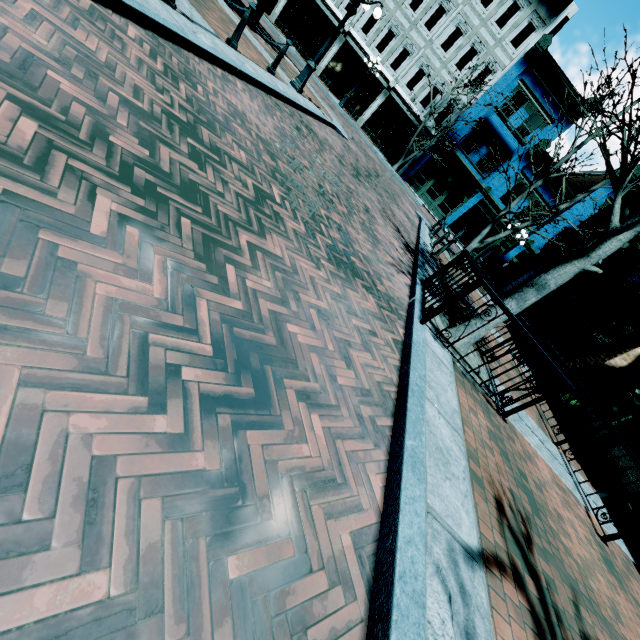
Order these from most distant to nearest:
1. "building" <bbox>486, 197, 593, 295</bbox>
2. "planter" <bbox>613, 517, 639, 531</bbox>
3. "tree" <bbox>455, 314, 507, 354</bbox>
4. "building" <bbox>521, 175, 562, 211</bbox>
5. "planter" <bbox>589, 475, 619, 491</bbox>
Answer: Answer: "building" <bbox>521, 175, 562, 211</bbox> < "building" <bbox>486, 197, 593, 295</bbox> < "planter" <bbox>589, 475, 619, 491</bbox> < "planter" <bbox>613, 517, 639, 531</bbox> < "tree" <bbox>455, 314, 507, 354</bbox>

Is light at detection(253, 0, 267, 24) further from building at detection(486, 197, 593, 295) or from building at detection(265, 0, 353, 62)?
building at detection(486, 197, 593, 295)

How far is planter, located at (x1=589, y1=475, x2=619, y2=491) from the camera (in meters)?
6.87

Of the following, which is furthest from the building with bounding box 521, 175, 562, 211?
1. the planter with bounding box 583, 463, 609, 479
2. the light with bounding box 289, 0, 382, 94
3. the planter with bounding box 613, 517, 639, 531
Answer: the planter with bounding box 613, 517, 639, 531

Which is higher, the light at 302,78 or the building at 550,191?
the building at 550,191

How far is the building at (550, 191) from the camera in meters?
23.0 m

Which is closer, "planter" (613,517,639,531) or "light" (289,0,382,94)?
"planter" (613,517,639,531)

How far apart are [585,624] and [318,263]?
4.3m
